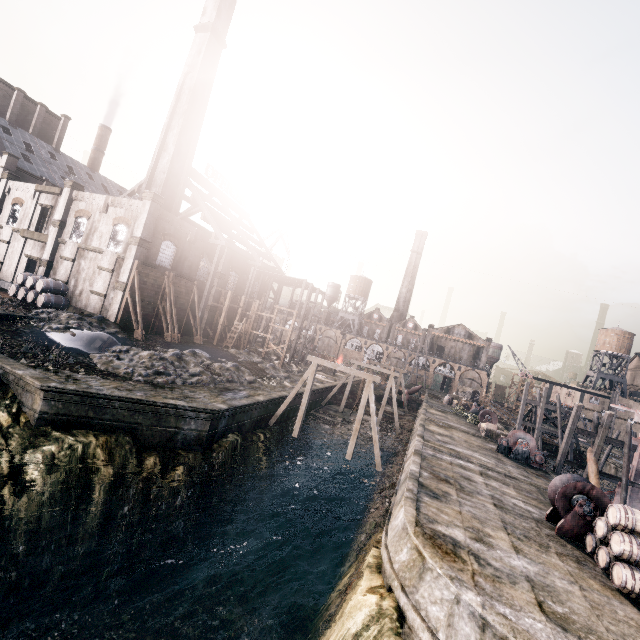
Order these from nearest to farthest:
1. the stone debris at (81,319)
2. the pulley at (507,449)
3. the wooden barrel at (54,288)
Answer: the stone debris at (81,319)
the pulley at (507,449)
the wooden barrel at (54,288)

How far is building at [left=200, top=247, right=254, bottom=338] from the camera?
41.7m

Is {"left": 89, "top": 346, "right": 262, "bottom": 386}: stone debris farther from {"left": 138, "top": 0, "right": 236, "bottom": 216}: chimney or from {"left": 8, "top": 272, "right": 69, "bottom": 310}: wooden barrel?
{"left": 138, "top": 0, "right": 236, "bottom": 216}: chimney

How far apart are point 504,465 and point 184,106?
47.69m

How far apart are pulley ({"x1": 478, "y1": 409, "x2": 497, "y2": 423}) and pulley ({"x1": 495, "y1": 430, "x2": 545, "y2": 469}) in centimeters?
1009cm

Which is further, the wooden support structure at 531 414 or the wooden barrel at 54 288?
the wooden support structure at 531 414

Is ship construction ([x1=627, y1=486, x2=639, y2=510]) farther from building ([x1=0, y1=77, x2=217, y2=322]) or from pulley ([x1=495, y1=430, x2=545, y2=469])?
building ([x1=0, y1=77, x2=217, y2=322])

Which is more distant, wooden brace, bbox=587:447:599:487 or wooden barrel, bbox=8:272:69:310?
wooden barrel, bbox=8:272:69:310
